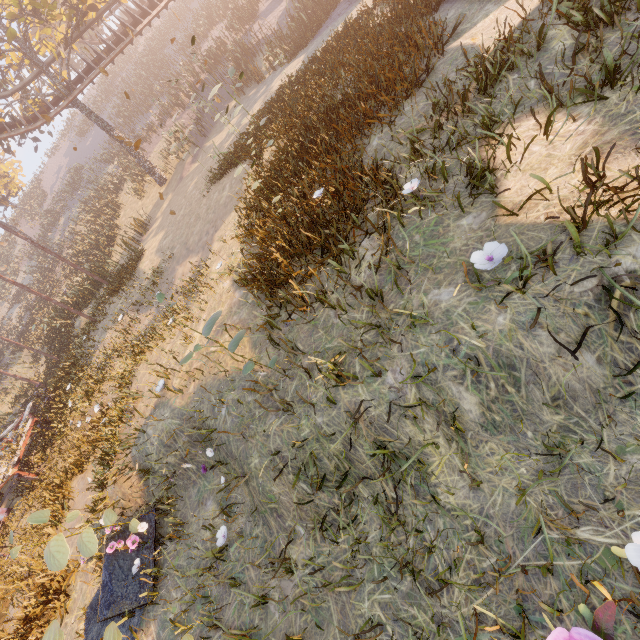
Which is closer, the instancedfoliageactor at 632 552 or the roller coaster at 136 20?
the instancedfoliageactor at 632 552

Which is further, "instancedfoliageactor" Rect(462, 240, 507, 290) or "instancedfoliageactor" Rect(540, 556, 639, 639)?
"instancedfoliageactor" Rect(462, 240, 507, 290)

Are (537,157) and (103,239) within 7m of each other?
no

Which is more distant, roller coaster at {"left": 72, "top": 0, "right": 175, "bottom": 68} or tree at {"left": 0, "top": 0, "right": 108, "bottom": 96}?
roller coaster at {"left": 72, "top": 0, "right": 175, "bottom": 68}

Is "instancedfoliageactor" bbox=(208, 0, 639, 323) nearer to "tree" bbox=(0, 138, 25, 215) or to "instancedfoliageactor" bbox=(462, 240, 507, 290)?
"instancedfoliageactor" bbox=(462, 240, 507, 290)

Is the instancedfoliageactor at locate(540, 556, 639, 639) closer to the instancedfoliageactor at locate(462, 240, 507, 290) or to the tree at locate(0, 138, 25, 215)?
the instancedfoliageactor at locate(462, 240, 507, 290)

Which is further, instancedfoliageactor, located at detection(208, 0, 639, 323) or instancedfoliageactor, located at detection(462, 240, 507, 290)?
instancedfoliageactor, located at detection(208, 0, 639, 323)

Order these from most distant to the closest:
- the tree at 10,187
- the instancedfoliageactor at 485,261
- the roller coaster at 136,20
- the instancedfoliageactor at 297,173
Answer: the tree at 10,187, the roller coaster at 136,20, the instancedfoliageactor at 297,173, the instancedfoliageactor at 485,261
